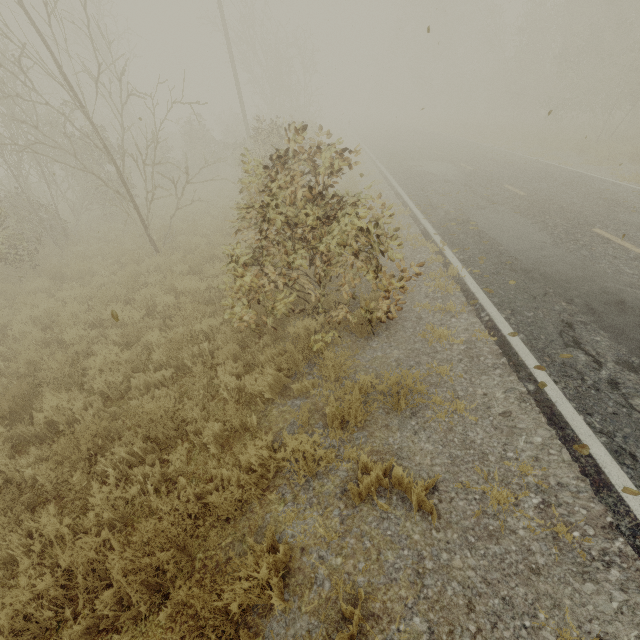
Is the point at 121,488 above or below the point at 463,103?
below
